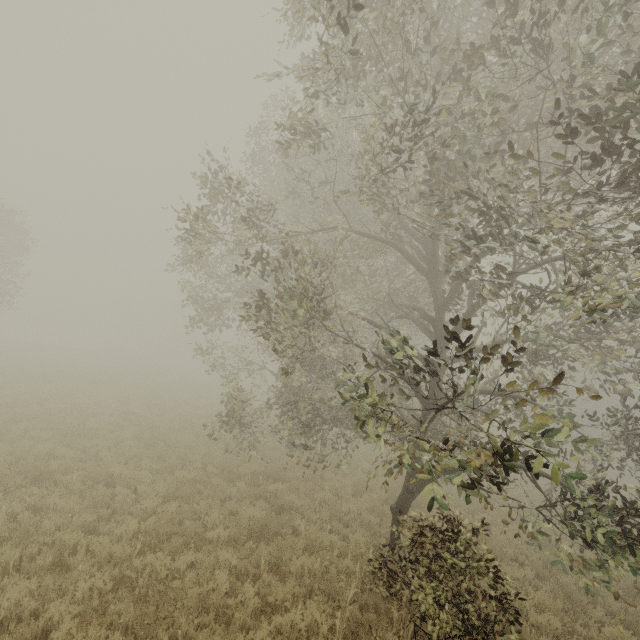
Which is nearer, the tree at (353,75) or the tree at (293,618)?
the tree at (353,75)

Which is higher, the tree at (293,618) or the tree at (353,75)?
the tree at (353,75)

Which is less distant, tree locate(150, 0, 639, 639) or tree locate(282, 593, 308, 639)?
tree locate(150, 0, 639, 639)

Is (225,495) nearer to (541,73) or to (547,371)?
(541,73)

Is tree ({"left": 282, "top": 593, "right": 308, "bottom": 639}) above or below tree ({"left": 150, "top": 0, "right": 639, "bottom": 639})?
below
